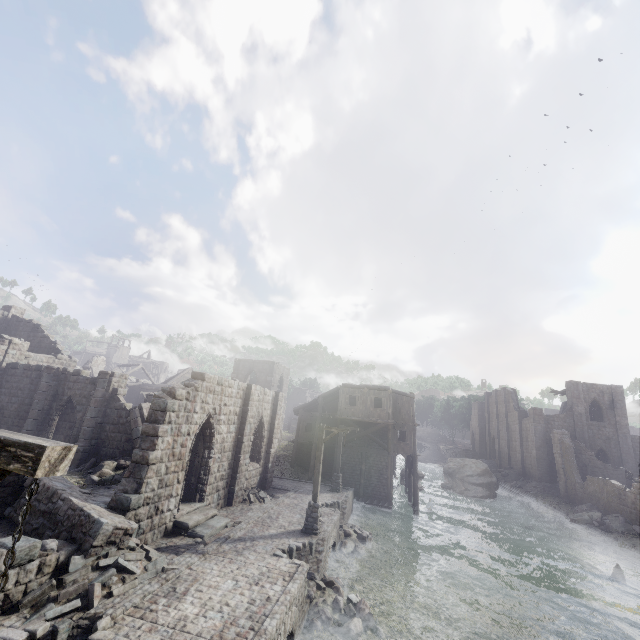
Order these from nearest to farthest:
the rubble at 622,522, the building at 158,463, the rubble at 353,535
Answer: the building at 158,463 < the rubble at 353,535 < the rubble at 622,522

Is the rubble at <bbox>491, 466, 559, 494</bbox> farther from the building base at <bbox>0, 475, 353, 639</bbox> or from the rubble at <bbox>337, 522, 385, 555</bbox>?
the rubble at <bbox>337, 522, 385, 555</bbox>

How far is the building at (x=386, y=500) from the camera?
28.8 meters

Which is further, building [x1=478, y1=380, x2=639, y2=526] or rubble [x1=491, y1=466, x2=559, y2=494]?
rubble [x1=491, y1=466, x2=559, y2=494]

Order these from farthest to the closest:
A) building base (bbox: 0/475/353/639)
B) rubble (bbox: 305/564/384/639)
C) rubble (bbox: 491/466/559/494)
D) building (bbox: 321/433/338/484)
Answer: rubble (bbox: 491/466/559/494) → building (bbox: 321/433/338/484) → rubble (bbox: 305/564/384/639) → building base (bbox: 0/475/353/639)

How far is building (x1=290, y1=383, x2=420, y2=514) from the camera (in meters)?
28.83

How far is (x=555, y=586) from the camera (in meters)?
17.38
